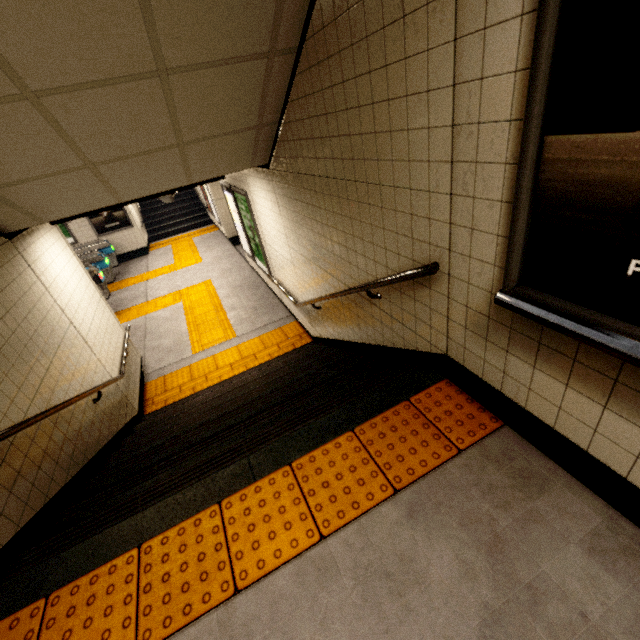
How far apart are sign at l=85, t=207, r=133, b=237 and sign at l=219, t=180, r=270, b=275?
7.48m

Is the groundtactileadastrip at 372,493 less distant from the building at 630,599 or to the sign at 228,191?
the building at 630,599

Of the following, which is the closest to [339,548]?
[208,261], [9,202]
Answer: [9,202]

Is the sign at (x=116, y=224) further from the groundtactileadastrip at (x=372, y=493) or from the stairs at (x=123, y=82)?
the groundtactileadastrip at (x=372, y=493)

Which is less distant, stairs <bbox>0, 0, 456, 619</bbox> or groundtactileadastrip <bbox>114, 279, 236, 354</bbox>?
stairs <bbox>0, 0, 456, 619</bbox>

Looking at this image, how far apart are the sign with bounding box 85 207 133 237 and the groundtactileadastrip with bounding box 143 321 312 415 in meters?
8.8

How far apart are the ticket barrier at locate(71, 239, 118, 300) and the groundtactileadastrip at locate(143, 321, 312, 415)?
6.40m

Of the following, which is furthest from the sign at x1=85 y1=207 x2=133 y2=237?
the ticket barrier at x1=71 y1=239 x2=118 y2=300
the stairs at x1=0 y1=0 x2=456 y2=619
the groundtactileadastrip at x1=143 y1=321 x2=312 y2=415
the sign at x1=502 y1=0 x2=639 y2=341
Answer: the sign at x1=502 y1=0 x2=639 y2=341
